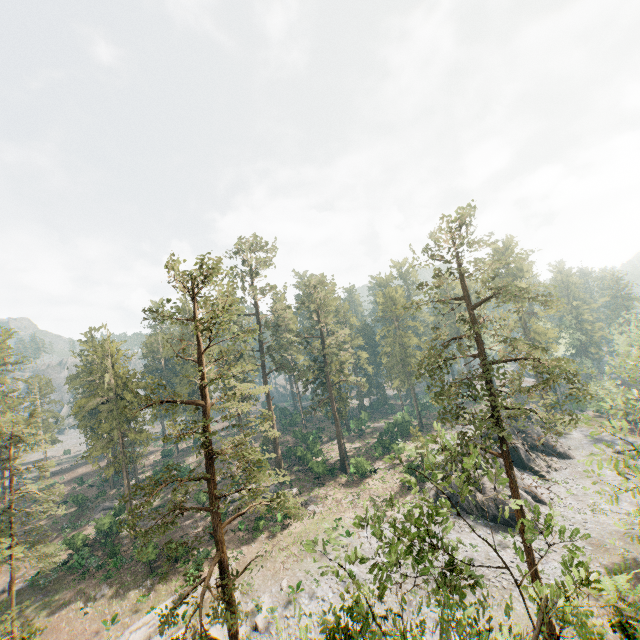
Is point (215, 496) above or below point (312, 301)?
below

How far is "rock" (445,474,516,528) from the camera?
32.9 meters

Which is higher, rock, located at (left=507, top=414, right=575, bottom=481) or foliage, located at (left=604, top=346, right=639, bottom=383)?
foliage, located at (left=604, top=346, right=639, bottom=383)

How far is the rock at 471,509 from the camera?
32.88m

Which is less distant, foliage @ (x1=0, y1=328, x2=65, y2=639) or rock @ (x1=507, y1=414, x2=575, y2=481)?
foliage @ (x1=0, y1=328, x2=65, y2=639)

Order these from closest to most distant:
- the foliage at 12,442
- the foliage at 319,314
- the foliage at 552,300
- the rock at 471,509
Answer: the foliage at 552,300 → the foliage at 12,442 → the foliage at 319,314 → the rock at 471,509

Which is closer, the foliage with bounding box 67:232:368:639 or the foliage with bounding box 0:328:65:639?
the foliage with bounding box 0:328:65:639

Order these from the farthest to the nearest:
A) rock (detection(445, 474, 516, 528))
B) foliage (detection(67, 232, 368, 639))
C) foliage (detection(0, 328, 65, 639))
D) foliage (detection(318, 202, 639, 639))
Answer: rock (detection(445, 474, 516, 528)) → foliage (detection(67, 232, 368, 639)) → foliage (detection(0, 328, 65, 639)) → foliage (detection(318, 202, 639, 639))
